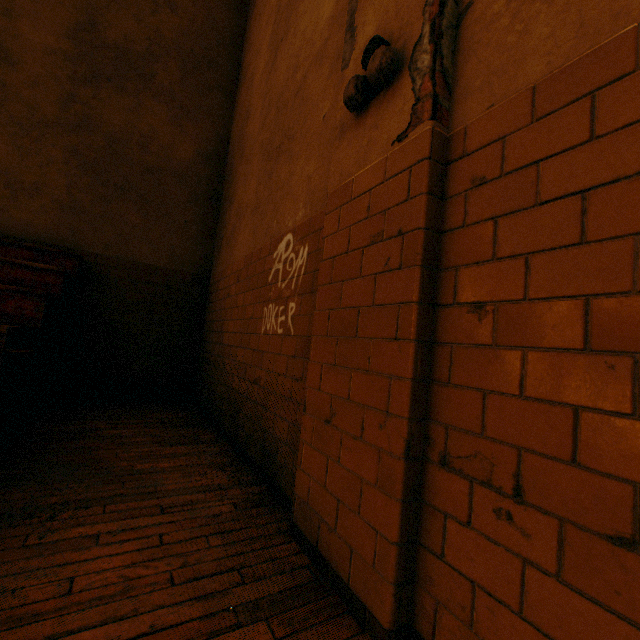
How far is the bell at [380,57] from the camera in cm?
149

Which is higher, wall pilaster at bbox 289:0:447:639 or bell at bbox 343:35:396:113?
bell at bbox 343:35:396:113

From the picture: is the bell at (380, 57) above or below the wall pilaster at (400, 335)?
above

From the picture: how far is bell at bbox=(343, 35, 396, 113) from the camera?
1.49m

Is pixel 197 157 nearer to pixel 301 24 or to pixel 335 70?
pixel 301 24
